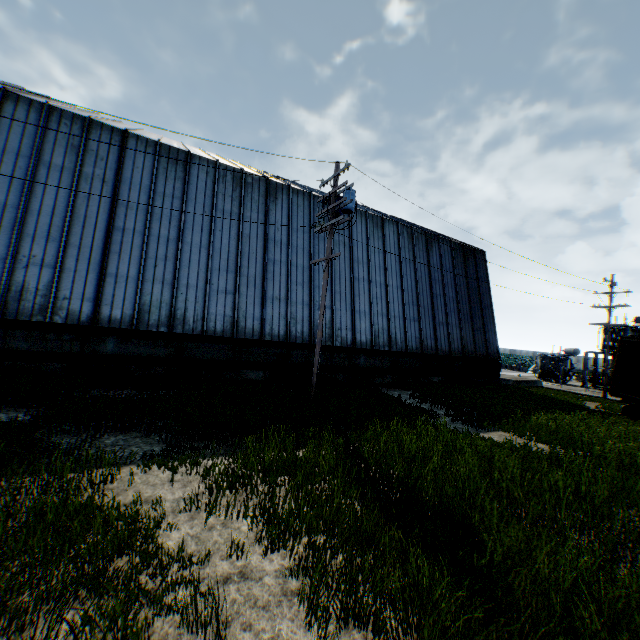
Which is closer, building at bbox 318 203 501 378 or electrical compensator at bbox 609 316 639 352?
building at bbox 318 203 501 378

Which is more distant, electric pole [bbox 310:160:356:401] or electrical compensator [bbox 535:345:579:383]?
electrical compensator [bbox 535:345:579:383]

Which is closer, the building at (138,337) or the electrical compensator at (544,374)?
the building at (138,337)

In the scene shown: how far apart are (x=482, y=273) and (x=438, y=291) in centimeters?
634cm

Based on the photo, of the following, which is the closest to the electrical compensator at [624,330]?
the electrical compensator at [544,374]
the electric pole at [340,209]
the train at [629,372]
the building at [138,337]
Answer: the electrical compensator at [544,374]

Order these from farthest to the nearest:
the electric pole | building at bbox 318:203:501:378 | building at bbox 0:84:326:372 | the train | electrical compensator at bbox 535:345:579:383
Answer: electrical compensator at bbox 535:345:579:383
building at bbox 318:203:501:378
the train
building at bbox 0:84:326:372
the electric pole

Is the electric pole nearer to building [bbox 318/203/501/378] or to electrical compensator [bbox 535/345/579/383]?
building [bbox 318/203/501/378]

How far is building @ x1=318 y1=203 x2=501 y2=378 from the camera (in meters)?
19.55
